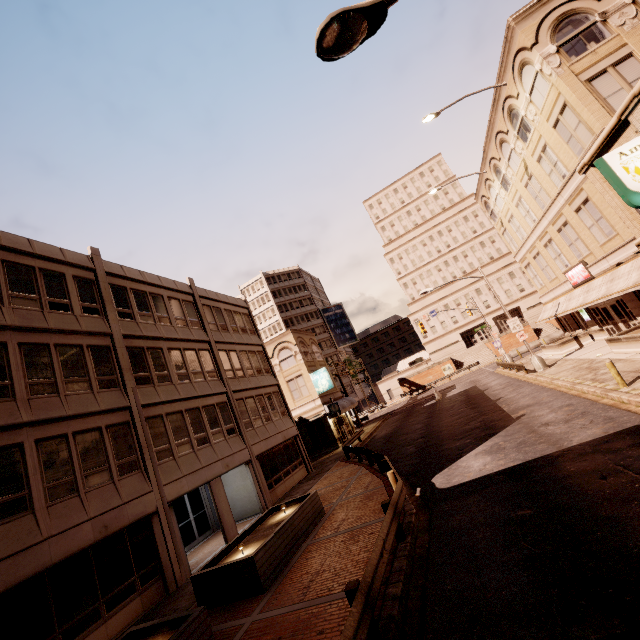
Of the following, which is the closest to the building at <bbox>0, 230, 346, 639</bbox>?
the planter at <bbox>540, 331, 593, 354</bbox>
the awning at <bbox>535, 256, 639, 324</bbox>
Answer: the planter at <bbox>540, 331, 593, 354</bbox>

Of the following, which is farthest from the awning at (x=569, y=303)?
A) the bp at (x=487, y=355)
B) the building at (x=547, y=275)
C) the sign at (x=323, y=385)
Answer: the bp at (x=487, y=355)

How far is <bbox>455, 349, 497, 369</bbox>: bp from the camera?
56.6 meters

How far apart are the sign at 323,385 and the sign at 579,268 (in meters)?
22.29

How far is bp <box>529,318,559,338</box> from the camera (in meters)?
53.97

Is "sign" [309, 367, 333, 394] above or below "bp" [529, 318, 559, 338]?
above

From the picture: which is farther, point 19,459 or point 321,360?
point 321,360

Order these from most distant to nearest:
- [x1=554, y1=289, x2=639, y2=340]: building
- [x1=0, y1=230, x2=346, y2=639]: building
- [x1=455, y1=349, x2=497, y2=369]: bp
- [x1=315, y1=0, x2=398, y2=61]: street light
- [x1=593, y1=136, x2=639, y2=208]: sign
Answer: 1. [x1=455, y1=349, x2=497, y2=369]: bp
2. [x1=554, y1=289, x2=639, y2=340]: building
3. [x1=0, y1=230, x2=346, y2=639]: building
4. [x1=593, y1=136, x2=639, y2=208]: sign
5. [x1=315, y1=0, x2=398, y2=61]: street light
